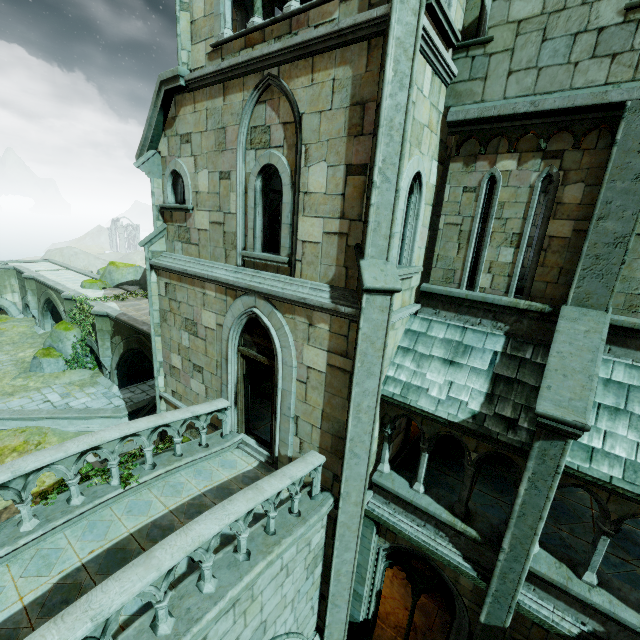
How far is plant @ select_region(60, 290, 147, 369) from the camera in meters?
20.7 m

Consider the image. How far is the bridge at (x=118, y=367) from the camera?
17.2 meters

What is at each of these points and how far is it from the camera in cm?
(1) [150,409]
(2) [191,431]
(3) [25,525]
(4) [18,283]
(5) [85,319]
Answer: (1) stair, 1850
(2) building, 1048
(3) bridge railing, 536
(4) bridge arch, 3056
(5) plant, 2100

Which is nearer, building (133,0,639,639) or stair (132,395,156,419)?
building (133,0,639,639)

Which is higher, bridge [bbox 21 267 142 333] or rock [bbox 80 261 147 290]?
rock [bbox 80 261 147 290]

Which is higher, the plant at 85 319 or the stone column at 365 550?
the plant at 85 319

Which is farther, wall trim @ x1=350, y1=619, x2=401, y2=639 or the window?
wall trim @ x1=350, y1=619, x2=401, y2=639

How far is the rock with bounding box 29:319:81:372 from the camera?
20.80m
